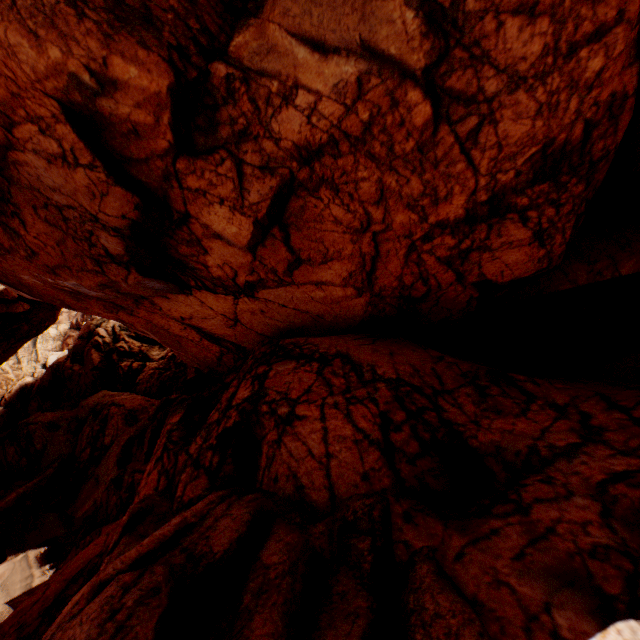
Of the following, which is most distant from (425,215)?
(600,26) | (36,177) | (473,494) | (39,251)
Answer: (39,251)
